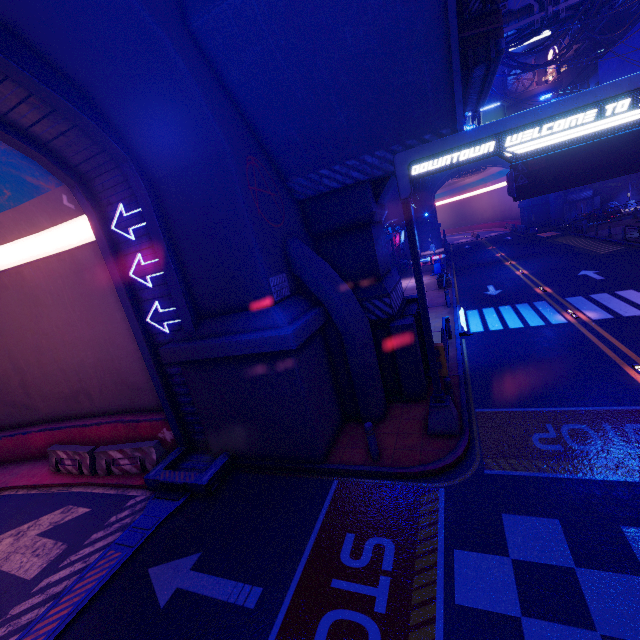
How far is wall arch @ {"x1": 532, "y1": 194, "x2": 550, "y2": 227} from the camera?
46.9m

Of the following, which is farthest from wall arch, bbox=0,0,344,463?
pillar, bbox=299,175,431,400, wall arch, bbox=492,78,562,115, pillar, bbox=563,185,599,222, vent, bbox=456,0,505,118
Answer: pillar, bbox=563,185,599,222

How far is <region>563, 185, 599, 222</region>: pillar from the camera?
43.38m

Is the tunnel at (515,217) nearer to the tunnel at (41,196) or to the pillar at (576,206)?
the pillar at (576,206)

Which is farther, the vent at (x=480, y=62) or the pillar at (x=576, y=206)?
the pillar at (x=576, y=206)

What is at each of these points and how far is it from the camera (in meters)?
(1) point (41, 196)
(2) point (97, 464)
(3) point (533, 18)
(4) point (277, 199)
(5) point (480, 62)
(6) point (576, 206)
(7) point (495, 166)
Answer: (1) tunnel, 9.76
(2) fence, 10.95
(3) pipe, 16.55
(4) wall arch, 9.25
(5) vent, 7.27
(6) pillar, 44.03
(7) tunnel, 51.94

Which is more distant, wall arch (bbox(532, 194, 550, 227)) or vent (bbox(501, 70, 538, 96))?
wall arch (bbox(532, 194, 550, 227))

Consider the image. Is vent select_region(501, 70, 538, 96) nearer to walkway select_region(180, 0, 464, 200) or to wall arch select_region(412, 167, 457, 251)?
wall arch select_region(412, 167, 457, 251)
